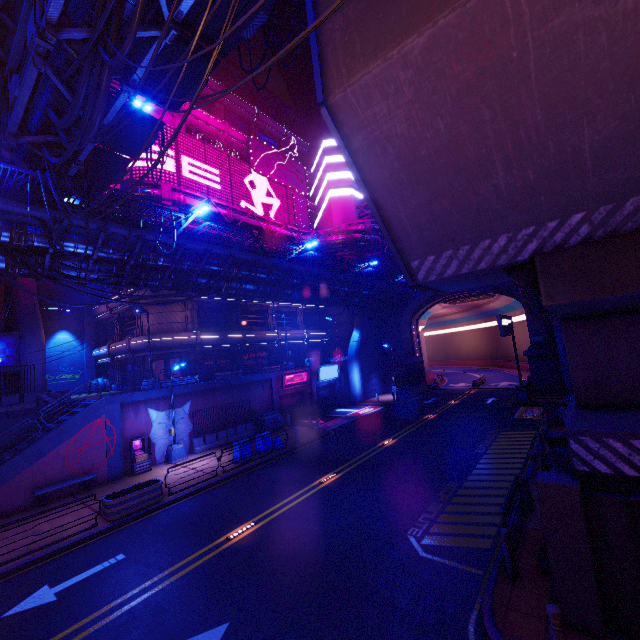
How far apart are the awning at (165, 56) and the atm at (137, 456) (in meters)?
18.12

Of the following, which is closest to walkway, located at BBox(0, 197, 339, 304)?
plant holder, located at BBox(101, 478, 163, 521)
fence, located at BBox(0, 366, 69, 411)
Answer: fence, located at BBox(0, 366, 69, 411)

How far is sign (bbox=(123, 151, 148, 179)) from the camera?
27.41m

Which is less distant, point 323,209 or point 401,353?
point 401,353

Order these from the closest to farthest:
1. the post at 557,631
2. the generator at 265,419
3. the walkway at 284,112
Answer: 1. the post at 557,631
2. the generator at 265,419
3. the walkway at 284,112

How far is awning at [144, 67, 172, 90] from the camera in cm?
1432

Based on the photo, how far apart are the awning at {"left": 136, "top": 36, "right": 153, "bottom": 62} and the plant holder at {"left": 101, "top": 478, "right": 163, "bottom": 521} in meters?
17.7

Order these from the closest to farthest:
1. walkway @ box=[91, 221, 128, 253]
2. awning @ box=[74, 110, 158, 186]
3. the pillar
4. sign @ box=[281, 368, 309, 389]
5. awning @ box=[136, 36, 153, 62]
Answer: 1. the pillar
2. awning @ box=[136, 36, 153, 62]
3. walkway @ box=[91, 221, 128, 253]
4. awning @ box=[74, 110, 158, 186]
5. sign @ box=[281, 368, 309, 389]
